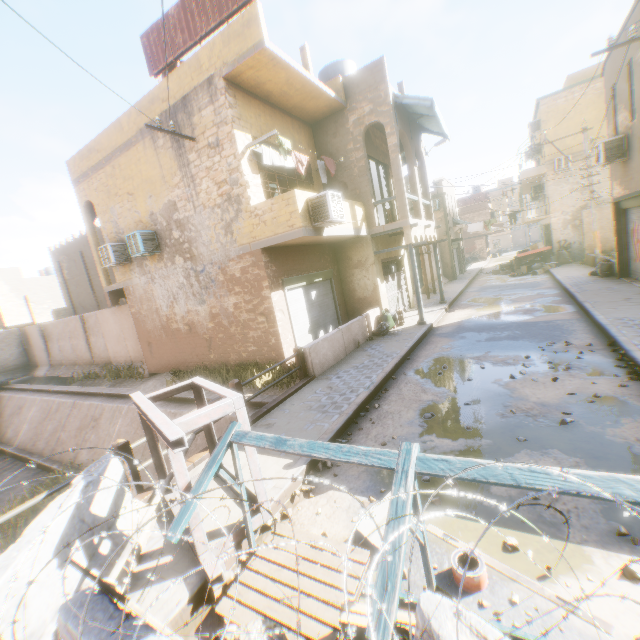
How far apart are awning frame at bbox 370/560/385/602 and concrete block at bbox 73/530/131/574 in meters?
0.1

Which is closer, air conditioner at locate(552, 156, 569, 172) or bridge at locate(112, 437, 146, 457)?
bridge at locate(112, 437, 146, 457)

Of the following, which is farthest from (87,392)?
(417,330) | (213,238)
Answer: (417,330)

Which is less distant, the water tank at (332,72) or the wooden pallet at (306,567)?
the wooden pallet at (306,567)

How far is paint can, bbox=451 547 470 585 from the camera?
2.9m

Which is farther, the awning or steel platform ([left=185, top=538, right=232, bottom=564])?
the awning

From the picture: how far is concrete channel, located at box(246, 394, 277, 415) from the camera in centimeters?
916cm

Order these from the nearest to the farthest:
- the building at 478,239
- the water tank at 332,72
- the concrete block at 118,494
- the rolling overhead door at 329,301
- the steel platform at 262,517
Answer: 1. the concrete block at 118,494
2. the steel platform at 262,517
3. the rolling overhead door at 329,301
4. the water tank at 332,72
5. the building at 478,239
